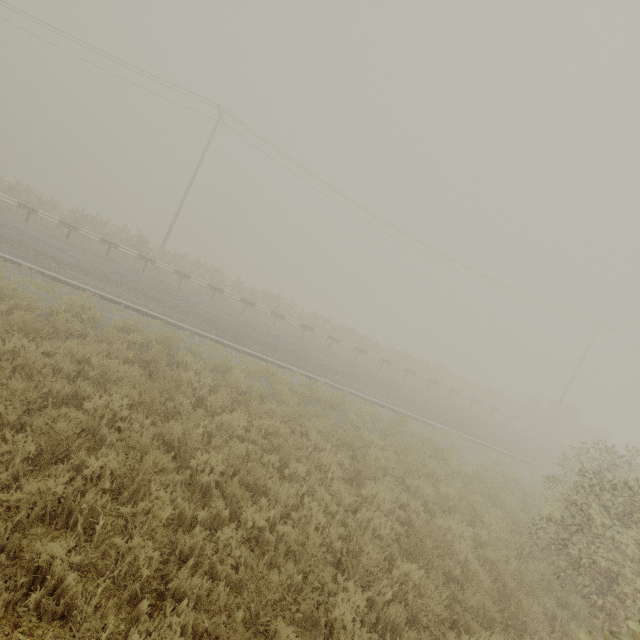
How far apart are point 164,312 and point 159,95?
20.91m
